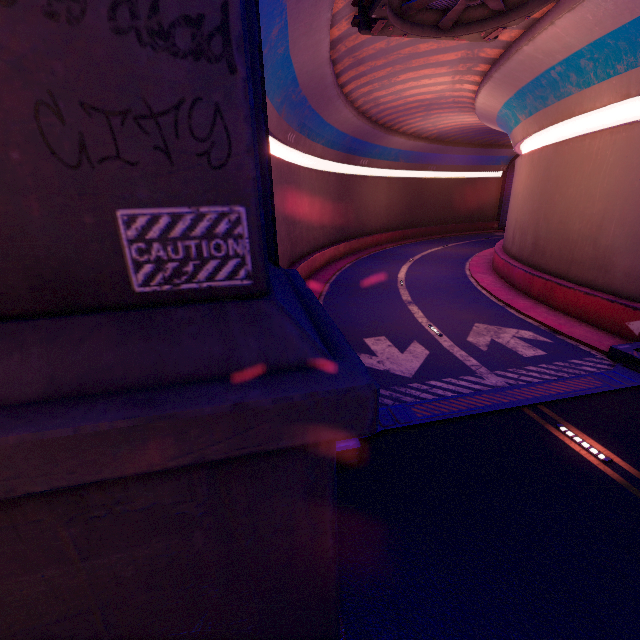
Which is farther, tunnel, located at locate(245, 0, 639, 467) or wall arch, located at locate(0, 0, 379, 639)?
tunnel, located at locate(245, 0, 639, 467)

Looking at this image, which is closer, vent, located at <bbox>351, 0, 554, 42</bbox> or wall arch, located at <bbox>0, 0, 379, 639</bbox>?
wall arch, located at <bbox>0, 0, 379, 639</bbox>

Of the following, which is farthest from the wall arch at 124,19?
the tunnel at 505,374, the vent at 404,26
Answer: the vent at 404,26

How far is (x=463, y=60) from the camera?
16.5 meters

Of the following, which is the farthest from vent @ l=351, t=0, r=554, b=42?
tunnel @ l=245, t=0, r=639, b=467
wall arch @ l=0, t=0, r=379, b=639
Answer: wall arch @ l=0, t=0, r=379, b=639

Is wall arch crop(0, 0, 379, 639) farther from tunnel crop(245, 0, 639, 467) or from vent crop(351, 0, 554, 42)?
vent crop(351, 0, 554, 42)

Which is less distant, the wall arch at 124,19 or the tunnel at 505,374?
the wall arch at 124,19
